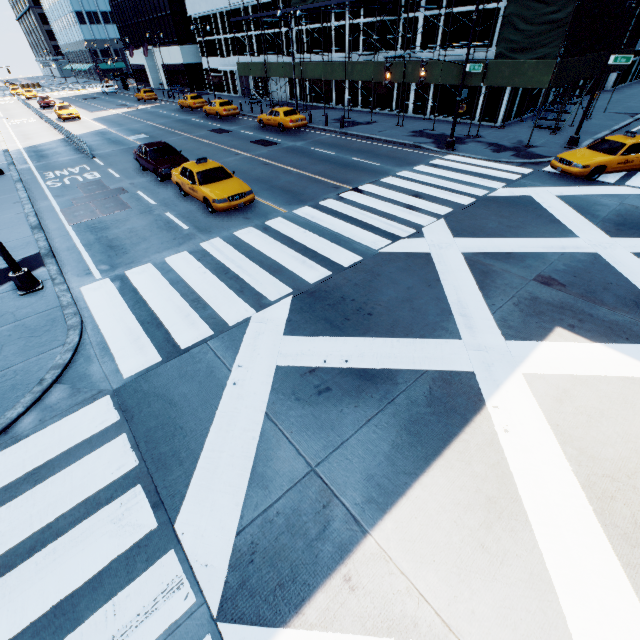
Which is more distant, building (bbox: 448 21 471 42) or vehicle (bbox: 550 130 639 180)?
building (bbox: 448 21 471 42)

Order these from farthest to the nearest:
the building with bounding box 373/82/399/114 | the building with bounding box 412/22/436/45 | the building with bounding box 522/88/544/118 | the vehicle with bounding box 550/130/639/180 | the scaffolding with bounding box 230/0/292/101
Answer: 1. the scaffolding with bounding box 230/0/292/101
2. the building with bounding box 373/82/399/114
3. the building with bounding box 522/88/544/118
4. the building with bounding box 412/22/436/45
5. the vehicle with bounding box 550/130/639/180

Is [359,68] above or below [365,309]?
above

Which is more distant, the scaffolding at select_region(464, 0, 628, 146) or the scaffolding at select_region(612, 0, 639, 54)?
the scaffolding at select_region(612, 0, 639, 54)

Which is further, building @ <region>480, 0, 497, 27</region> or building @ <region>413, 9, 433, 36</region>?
building @ <region>413, 9, 433, 36</region>

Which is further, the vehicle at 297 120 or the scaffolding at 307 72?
the vehicle at 297 120

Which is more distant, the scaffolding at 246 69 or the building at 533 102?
the scaffolding at 246 69

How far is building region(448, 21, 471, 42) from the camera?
22.19m
